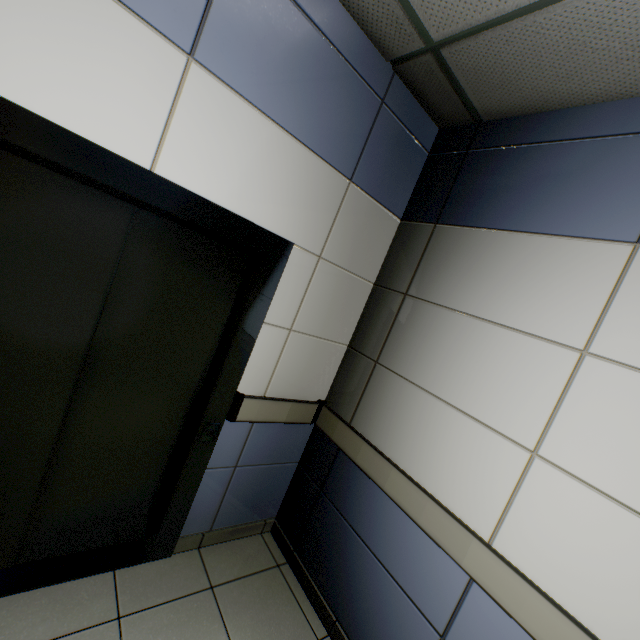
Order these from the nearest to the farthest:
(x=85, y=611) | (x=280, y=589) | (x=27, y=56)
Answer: (x=27, y=56) < (x=85, y=611) < (x=280, y=589)
